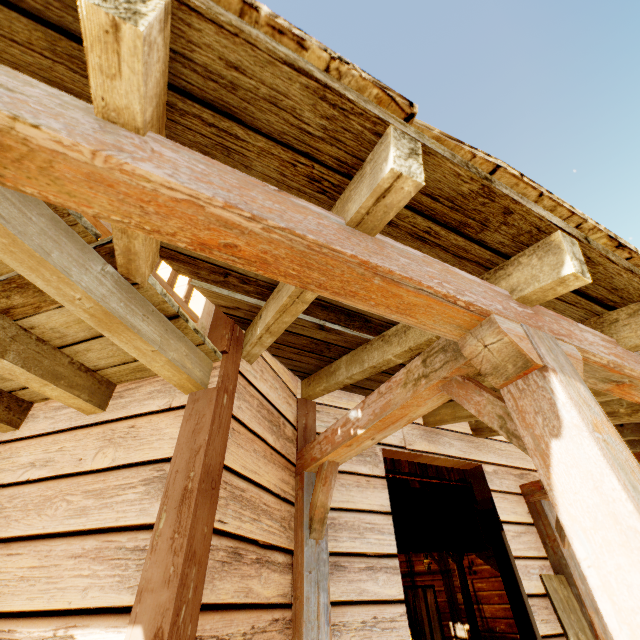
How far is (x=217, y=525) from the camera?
1.5m

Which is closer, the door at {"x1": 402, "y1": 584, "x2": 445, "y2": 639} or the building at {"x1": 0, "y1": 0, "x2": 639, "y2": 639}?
the building at {"x1": 0, "y1": 0, "x2": 639, "y2": 639}

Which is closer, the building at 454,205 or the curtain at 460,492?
the building at 454,205

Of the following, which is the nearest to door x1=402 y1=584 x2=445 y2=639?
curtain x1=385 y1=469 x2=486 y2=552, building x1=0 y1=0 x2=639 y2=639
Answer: building x1=0 y1=0 x2=639 y2=639

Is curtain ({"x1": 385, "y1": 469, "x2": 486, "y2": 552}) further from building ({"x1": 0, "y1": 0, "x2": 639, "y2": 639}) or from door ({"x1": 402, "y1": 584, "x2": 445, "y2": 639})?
door ({"x1": 402, "y1": 584, "x2": 445, "y2": 639})

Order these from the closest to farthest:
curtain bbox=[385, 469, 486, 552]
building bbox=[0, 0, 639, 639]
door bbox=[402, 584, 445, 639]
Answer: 1. building bbox=[0, 0, 639, 639]
2. curtain bbox=[385, 469, 486, 552]
3. door bbox=[402, 584, 445, 639]

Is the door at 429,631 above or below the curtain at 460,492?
below
